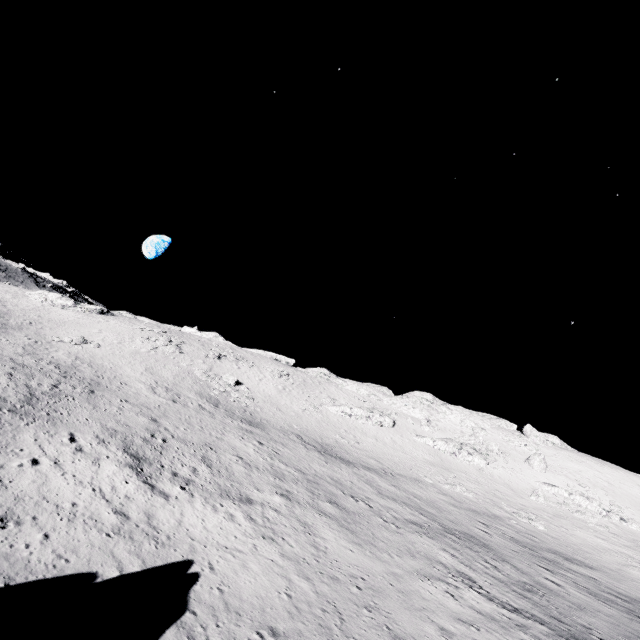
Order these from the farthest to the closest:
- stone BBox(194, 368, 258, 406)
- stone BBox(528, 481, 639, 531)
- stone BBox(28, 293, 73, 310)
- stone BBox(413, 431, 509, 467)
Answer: stone BBox(28, 293, 73, 310) → stone BBox(413, 431, 509, 467) → stone BBox(194, 368, 258, 406) → stone BBox(528, 481, 639, 531)

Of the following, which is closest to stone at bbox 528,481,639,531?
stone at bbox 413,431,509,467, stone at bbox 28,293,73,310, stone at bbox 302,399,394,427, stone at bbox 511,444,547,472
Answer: stone at bbox 511,444,547,472

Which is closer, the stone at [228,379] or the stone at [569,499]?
the stone at [569,499]

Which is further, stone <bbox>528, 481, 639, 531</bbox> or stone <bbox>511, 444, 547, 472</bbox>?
stone <bbox>511, 444, 547, 472</bbox>

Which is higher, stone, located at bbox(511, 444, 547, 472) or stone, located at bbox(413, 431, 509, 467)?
stone, located at bbox(511, 444, 547, 472)

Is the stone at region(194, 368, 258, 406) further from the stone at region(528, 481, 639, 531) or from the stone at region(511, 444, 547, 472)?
the stone at region(511, 444, 547, 472)

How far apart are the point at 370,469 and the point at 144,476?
27.0 meters

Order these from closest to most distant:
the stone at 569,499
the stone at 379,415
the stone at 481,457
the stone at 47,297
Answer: the stone at 569,499 < the stone at 481,457 < the stone at 379,415 < the stone at 47,297
